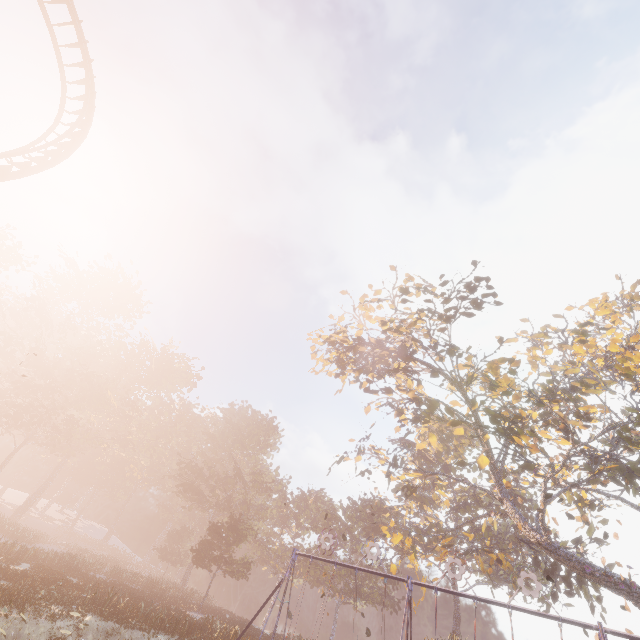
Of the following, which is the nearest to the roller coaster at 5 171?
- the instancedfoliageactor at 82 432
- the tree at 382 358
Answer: the instancedfoliageactor at 82 432

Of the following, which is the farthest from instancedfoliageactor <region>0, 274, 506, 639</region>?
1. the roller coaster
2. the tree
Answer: the tree

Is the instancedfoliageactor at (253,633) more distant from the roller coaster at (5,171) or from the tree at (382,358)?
the tree at (382,358)

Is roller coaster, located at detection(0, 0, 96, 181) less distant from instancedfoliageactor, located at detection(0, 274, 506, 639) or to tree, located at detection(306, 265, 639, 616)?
instancedfoliageactor, located at detection(0, 274, 506, 639)

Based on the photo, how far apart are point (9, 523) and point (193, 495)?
23.26m
